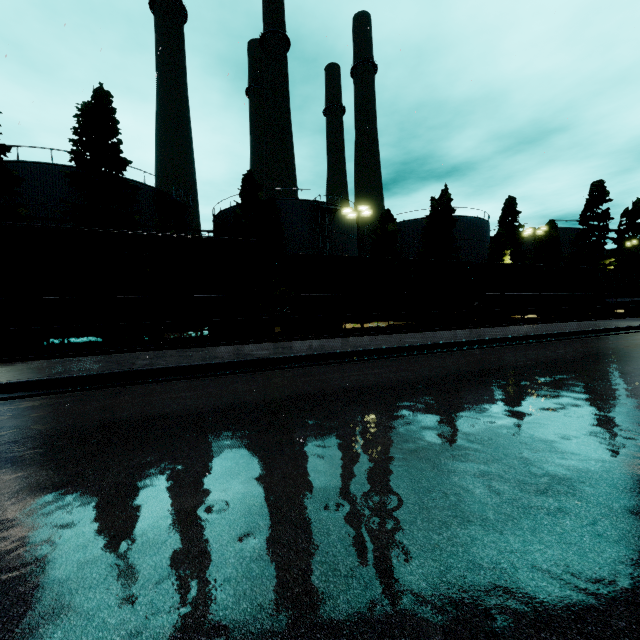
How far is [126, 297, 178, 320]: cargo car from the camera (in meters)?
13.00

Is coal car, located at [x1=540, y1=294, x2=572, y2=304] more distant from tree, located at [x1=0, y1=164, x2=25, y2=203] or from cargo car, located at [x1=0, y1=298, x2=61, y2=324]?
tree, located at [x1=0, y1=164, x2=25, y2=203]

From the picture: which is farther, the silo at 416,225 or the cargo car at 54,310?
the silo at 416,225

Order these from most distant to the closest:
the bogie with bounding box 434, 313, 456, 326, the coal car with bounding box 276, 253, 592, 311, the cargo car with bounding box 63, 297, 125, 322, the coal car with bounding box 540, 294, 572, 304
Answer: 1. the coal car with bounding box 540, 294, 572, 304
2. the bogie with bounding box 434, 313, 456, 326
3. the coal car with bounding box 276, 253, 592, 311
4. the cargo car with bounding box 63, 297, 125, 322

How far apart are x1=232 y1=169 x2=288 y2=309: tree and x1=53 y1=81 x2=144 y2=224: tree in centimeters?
988cm

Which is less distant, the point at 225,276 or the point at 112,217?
the point at 225,276

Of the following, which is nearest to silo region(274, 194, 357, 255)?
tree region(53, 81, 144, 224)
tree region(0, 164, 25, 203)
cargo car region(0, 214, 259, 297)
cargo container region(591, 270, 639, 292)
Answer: tree region(0, 164, 25, 203)

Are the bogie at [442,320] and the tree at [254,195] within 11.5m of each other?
no
